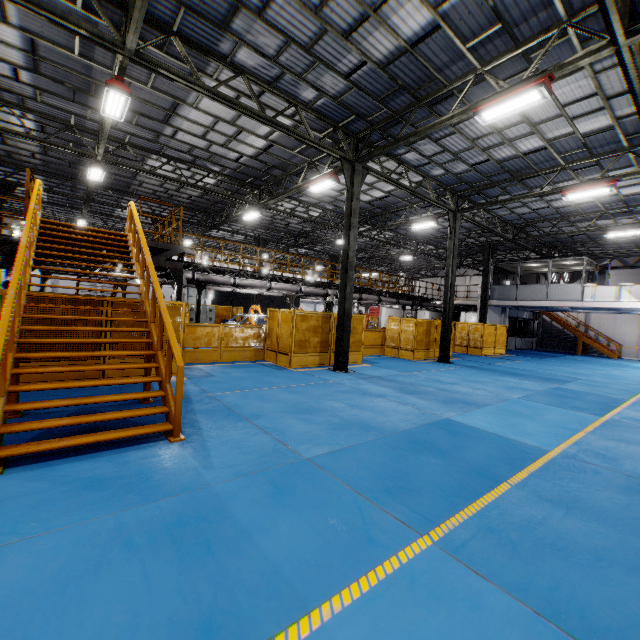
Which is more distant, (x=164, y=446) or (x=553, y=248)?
(x=553, y=248)

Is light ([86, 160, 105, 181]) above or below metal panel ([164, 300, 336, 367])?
above

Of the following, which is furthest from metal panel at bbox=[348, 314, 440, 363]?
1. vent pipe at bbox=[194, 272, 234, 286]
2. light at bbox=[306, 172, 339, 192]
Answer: light at bbox=[306, 172, 339, 192]

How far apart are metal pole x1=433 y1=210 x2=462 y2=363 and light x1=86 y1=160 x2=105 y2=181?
16.1m

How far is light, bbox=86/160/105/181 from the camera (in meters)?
13.55

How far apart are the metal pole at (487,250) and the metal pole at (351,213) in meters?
14.2

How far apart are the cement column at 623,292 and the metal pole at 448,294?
11.69m

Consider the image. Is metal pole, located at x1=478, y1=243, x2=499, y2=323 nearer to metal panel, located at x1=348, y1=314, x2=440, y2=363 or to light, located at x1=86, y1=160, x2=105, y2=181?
metal panel, located at x1=348, y1=314, x2=440, y2=363
